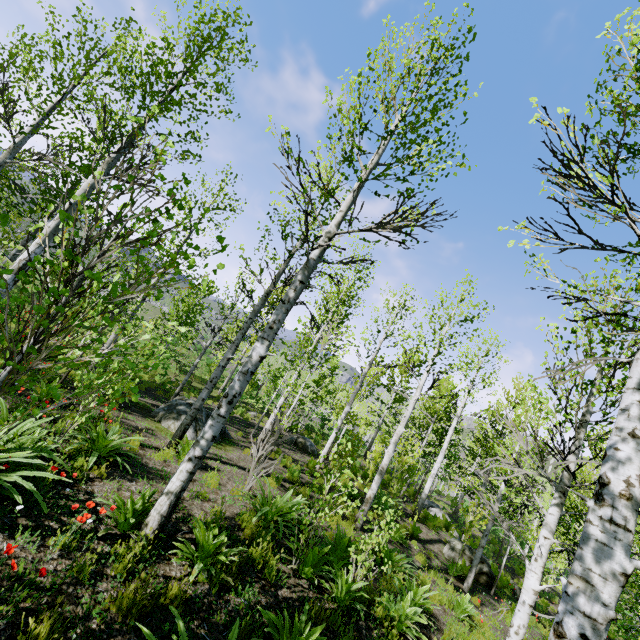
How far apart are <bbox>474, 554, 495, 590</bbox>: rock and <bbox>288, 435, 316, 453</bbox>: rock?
7.4 meters

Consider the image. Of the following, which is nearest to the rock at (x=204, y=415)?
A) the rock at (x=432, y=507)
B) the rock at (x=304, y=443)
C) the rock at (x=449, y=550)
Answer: the rock at (x=304, y=443)

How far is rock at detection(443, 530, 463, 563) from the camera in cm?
1213

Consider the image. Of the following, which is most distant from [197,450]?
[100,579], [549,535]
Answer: [549,535]

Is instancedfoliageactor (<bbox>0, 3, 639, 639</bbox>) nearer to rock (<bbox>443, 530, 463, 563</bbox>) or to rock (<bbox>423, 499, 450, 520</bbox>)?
rock (<bbox>423, 499, 450, 520</bbox>)

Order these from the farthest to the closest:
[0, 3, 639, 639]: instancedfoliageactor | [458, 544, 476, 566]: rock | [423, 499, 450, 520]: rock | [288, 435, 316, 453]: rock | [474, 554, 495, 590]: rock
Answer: [423, 499, 450, 520]: rock
[288, 435, 316, 453]: rock
[458, 544, 476, 566]: rock
[474, 554, 495, 590]: rock
[0, 3, 639, 639]: instancedfoliageactor

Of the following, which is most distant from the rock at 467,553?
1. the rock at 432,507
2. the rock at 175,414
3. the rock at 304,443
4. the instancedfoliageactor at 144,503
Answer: the rock at 175,414

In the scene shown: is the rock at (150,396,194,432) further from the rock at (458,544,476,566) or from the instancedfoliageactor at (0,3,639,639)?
the rock at (458,544,476,566)
